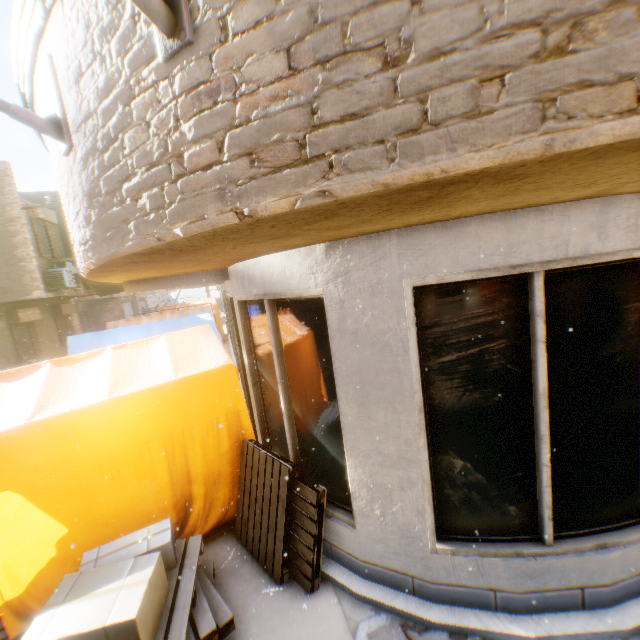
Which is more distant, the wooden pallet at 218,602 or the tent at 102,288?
the tent at 102,288

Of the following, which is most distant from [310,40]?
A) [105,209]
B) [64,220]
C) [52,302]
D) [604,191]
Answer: [52,302]

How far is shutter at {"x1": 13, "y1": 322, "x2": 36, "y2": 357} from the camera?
13.14m

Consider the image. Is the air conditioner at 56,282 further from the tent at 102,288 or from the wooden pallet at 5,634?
the wooden pallet at 5,634

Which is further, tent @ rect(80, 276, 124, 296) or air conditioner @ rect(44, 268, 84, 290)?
tent @ rect(80, 276, 124, 296)

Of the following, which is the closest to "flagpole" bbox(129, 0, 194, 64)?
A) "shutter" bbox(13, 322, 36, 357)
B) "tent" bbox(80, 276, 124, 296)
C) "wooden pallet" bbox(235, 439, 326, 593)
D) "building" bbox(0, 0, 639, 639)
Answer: "building" bbox(0, 0, 639, 639)

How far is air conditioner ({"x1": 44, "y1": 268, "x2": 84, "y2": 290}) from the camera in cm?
1308

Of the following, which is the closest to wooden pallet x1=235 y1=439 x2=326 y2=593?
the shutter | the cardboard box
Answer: the cardboard box
